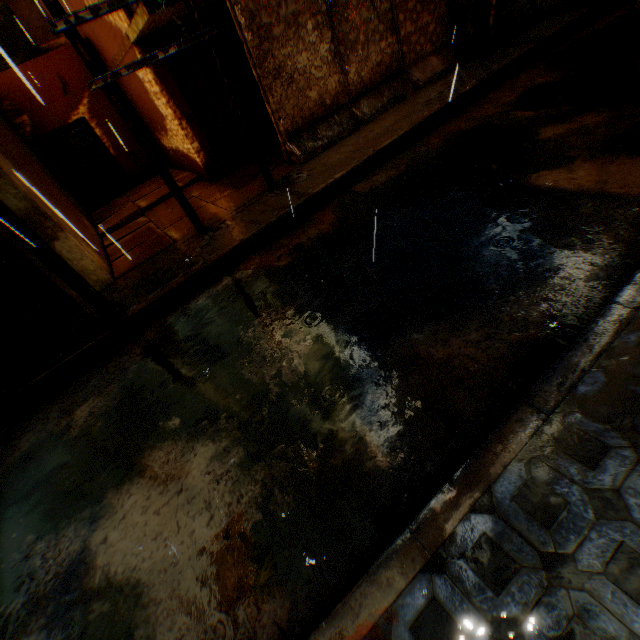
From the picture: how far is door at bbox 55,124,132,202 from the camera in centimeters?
1098cm

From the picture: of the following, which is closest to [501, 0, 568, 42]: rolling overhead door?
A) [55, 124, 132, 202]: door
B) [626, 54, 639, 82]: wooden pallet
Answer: [626, 54, 639, 82]: wooden pallet

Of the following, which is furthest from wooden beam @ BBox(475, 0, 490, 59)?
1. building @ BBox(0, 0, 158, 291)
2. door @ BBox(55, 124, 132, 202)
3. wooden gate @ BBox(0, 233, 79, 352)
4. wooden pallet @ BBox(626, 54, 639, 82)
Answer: door @ BBox(55, 124, 132, 202)

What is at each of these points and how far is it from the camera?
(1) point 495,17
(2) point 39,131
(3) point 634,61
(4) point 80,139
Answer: (1) building, 8.3 meters
(2) building, 10.5 meters
(3) wooden pallet, 5.4 meters
(4) door, 11.1 meters

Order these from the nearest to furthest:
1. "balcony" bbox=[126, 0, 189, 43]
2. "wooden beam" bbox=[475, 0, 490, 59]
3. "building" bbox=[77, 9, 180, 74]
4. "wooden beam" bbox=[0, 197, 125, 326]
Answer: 1. "wooden beam" bbox=[0, 197, 125, 326]
2. "balcony" bbox=[126, 0, 189, 43]
3. "building" bbox=[77, 9, 180, 74]
4. "wooden beam" bbox=[475, 0, 490, 59]

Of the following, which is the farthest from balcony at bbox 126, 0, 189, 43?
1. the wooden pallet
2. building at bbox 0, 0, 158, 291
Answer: the wooden pallet

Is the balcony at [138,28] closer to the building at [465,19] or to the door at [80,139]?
the building at [465,19]

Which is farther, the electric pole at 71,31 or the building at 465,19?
the building at 465,19
